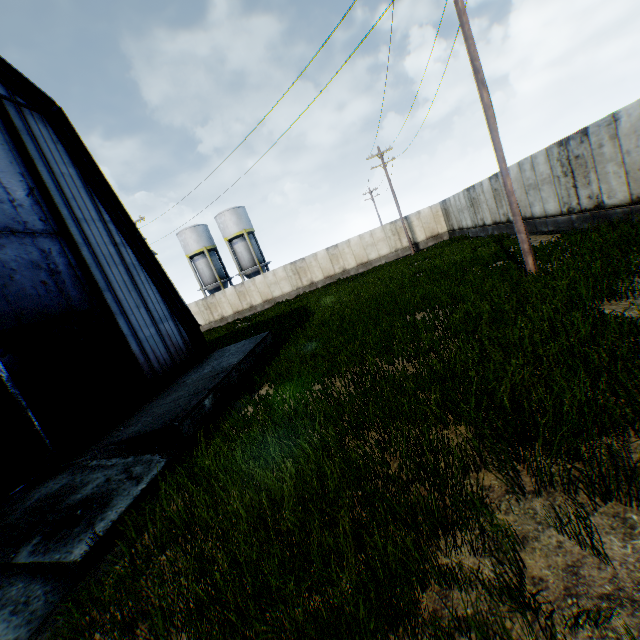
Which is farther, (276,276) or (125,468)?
(276,276)

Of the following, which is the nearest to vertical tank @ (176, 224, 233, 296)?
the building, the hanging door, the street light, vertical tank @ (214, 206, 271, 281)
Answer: vertical tank @ (214, 206, 271, 281)

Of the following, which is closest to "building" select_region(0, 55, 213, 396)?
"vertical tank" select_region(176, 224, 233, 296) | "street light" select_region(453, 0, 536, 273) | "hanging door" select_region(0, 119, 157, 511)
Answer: "hanging door" select_region(0, 119, 157, 511)

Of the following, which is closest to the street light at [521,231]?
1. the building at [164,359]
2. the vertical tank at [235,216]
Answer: the building at [164,359]

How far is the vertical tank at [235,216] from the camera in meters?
39.5

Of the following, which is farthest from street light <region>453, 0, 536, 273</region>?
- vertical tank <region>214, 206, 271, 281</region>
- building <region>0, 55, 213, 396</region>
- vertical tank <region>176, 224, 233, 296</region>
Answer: vertical tank <region>176, 224, 233, 296</region>

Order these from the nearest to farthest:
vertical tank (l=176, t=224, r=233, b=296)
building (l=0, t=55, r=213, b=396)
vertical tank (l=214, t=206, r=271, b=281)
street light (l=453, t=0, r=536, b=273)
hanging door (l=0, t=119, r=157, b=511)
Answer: hanging door (l=0, t=119, r=157, b=511) → street light (l=453, t=0, r=536, b=273) → building (l=0, t=55, r=213, b=396) → vertical tank (l=214, t=206, r=271, b=281) → vertical tank (l=176, t=224, r=233, b=296)
